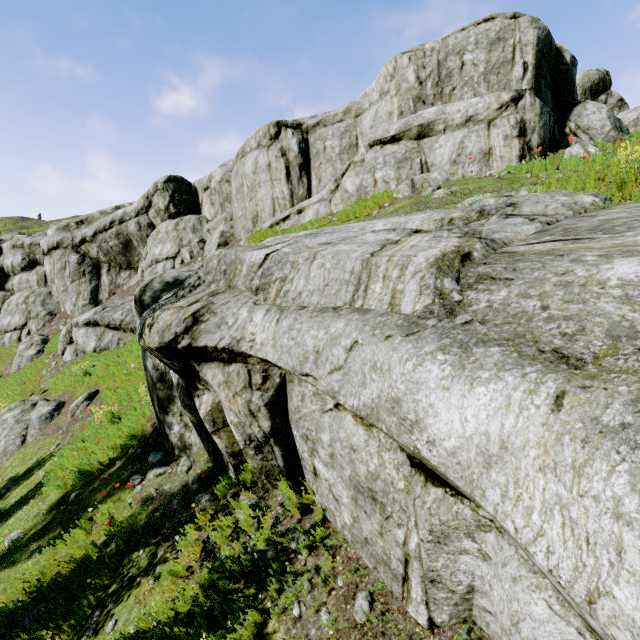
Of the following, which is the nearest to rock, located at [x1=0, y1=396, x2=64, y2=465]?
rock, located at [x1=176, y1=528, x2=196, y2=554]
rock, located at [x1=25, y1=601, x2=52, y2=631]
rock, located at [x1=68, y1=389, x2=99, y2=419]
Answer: rock, located at [x1=68, y1=389, x2=99, y2=419]

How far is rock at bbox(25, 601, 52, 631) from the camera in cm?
508

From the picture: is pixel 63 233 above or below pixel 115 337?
above

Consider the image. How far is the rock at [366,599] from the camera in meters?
3.4

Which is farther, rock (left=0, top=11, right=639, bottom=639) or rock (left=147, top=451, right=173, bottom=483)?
rock (left=147, top=451, right=173, bottom=483)

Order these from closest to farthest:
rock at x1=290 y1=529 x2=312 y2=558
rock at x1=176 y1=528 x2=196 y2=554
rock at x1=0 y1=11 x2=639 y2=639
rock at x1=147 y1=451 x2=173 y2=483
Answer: rock at x1=0 y1=11 x2=639 y2=639, rock at x1=290 y1=529 x2=312 y2=558, rock at x1=176 y1=528 x2=196 y2=554, rock at x1=147 y1=451 x2=173 y2=483

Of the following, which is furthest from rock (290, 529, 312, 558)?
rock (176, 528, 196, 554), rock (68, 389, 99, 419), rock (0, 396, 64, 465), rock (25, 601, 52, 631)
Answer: rock (0, 396, 64, 465)

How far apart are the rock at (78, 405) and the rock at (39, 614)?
7.48m
